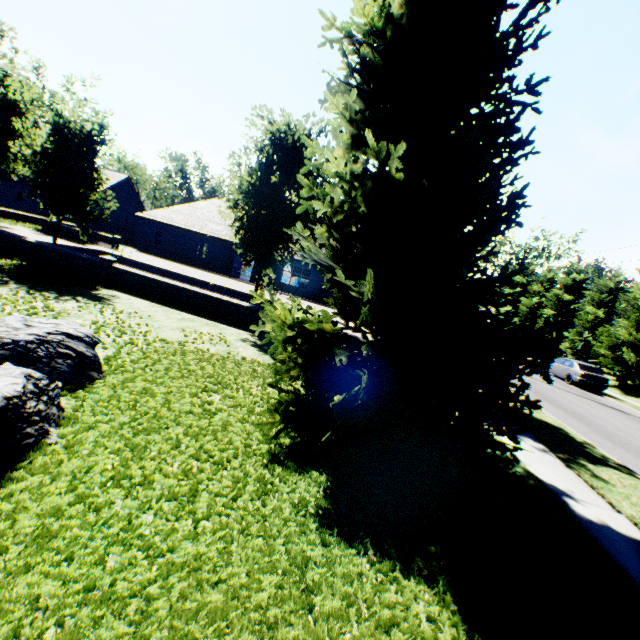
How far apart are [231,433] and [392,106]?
5.55m

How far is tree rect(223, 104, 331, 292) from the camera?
10.7m

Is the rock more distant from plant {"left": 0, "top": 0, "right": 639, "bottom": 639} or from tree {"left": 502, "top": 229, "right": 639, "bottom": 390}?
tree {"left": 502, "top": 229, "right": 639, "bottom": 390}

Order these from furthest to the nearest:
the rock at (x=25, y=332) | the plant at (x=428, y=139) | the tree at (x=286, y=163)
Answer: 1. the tree at (x=286, y=163)
2. the rock at (x=25, y=332)
3. the plant at (x=428, y=139)

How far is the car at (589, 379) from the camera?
20.5 meters

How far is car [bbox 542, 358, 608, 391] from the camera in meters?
20.5 m

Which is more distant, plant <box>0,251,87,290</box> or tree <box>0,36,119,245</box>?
tree <box>0,36,119,245</box>

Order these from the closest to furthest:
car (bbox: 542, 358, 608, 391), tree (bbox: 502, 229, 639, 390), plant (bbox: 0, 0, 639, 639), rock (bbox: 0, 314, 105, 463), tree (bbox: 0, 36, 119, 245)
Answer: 1. plant (bbox: 0, 0, 639, 639)
2. rock (bbox: 0, 314, 105, 463)
3. tree (bbox: 0, 36, 119, 245)
4. car (bbox: 542, 358, 608, 391)
5. tree (bbox: 502, 229, 639, 390)
